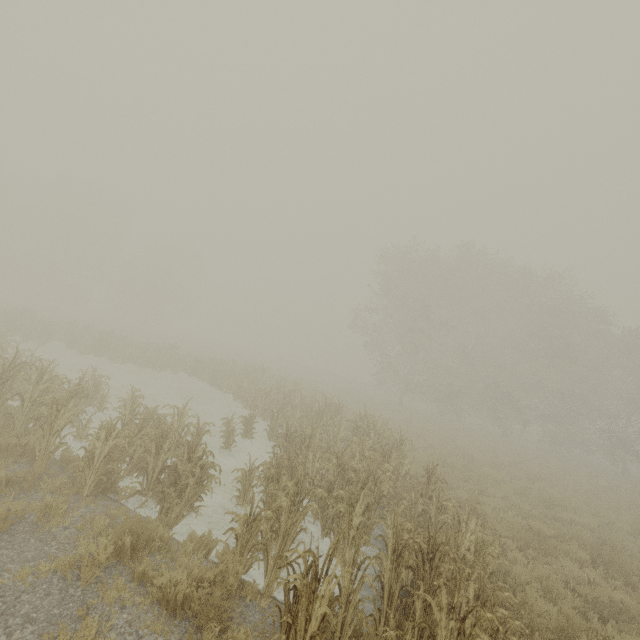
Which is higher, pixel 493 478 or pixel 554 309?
pixel 554 309

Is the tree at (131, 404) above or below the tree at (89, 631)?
above

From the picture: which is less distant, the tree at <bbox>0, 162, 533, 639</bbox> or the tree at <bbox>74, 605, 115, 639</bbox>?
the tree at <bbox>74, 605, 115, 639</bbox>

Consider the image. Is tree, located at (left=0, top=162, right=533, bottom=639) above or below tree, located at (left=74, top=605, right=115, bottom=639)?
above

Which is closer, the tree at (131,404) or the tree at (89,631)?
the tree at (89,631)
